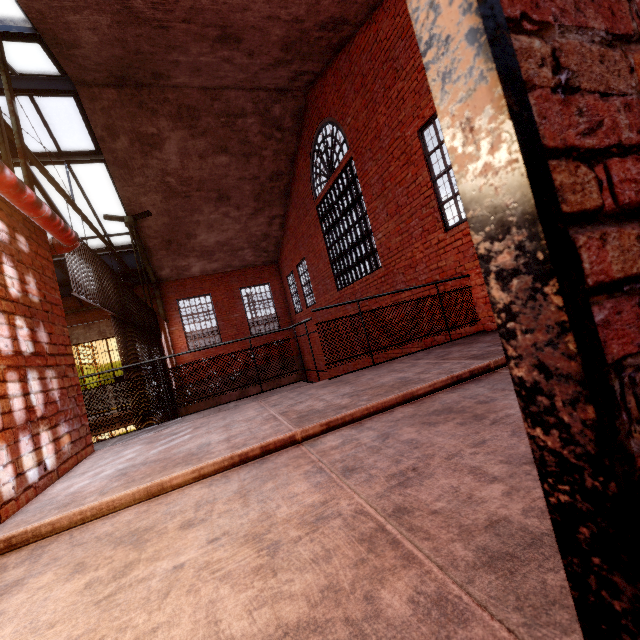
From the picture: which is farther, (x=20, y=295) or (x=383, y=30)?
(x=383, y=30)

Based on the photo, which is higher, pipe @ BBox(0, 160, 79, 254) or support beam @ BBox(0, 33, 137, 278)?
support beam @ BBox(0, 33, 137, 278)

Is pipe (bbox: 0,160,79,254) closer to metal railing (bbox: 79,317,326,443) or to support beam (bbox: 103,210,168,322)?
support beam (bbox: 103,210,168,322)

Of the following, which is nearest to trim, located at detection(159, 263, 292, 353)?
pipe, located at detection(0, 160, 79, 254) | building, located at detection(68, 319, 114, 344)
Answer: building, located at detection(68, 319, 114, 344)

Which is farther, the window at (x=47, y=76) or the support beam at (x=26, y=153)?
the window at (x=47, y=76)

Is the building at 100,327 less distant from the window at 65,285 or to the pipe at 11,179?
the pipe at 11,179

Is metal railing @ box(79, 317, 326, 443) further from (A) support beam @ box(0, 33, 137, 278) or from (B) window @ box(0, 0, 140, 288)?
(B) window @ box(0, 0, 140, 288)

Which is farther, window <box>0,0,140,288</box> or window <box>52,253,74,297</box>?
window <box>52,253,74,297</box>
